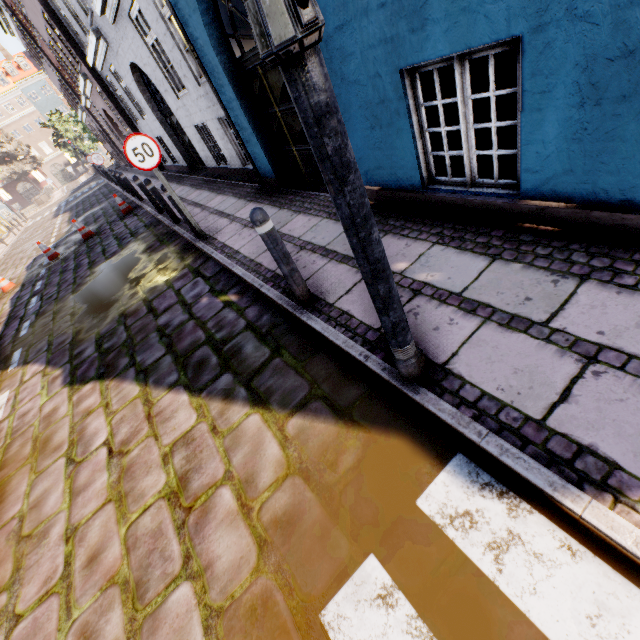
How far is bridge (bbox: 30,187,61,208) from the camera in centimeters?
3594cm

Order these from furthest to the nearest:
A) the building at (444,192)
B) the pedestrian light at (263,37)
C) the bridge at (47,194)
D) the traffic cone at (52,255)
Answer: the bridge at (47,194), the traffic cone at (52,255), the building at (444,192), the pedestrian light at (263,37)

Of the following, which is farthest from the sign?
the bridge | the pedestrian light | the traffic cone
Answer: the bridge

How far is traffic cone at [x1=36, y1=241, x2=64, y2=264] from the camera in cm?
1115

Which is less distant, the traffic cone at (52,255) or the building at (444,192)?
the building at (444,192)

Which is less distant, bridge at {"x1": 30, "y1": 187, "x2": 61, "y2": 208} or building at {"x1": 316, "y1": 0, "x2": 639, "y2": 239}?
building at {"x1": 316, "y1": 0, "x2": 639, "y2": 239}

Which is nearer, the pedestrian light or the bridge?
the pedestrian light

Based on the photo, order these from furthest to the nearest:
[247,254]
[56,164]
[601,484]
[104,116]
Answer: [56,164] → [104,116] → [247,254] → [601,484]
